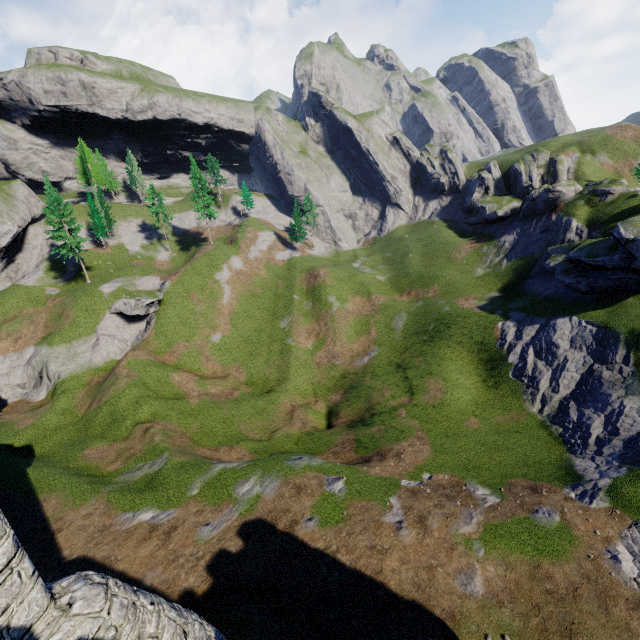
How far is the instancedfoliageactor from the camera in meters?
48.9 m

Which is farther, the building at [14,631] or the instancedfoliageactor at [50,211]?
the instancedfoliageactor at [50,211]

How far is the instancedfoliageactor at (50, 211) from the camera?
48.9m

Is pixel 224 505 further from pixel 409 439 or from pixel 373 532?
pixel 409 439

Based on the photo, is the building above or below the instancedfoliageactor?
below

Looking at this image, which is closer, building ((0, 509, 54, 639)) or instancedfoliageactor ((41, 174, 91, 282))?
building ((0, 509, 54, 639))
